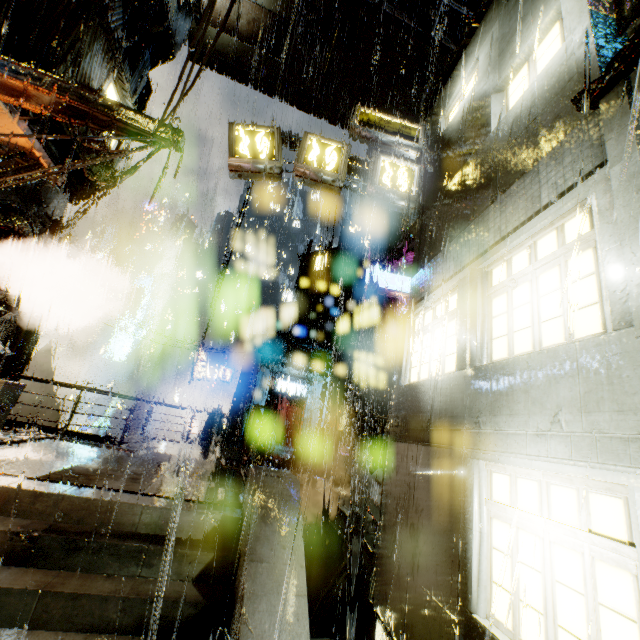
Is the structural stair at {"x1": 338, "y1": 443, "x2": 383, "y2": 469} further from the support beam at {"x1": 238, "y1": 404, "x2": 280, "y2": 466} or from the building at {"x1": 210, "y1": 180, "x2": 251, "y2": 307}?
the support beam at {"x1": 238, "y1": 404, "x2": 280, "y2": 466}

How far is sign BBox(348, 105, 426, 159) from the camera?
9.6m

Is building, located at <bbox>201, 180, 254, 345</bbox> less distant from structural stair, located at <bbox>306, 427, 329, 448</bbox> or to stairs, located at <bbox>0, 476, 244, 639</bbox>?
structural stair, located at <bbox>306, 427, 329, 448</bbox>

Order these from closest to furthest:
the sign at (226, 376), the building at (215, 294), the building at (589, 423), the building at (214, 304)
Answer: the building at (589, 423) → the building at (214, 304) → the building at (215, 294) → the sign at (226, 376)

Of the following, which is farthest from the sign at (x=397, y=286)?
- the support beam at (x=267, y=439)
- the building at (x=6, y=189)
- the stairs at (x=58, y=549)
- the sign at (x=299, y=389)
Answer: the stairs at (x=58, y=549)

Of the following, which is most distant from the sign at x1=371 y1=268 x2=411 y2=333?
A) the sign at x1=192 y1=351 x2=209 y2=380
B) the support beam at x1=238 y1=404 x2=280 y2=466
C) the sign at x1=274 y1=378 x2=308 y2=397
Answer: the sign at x1=192 y1=351 x2=209 y2=380

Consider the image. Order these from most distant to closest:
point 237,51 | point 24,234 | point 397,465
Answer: point 237,51
point 24,234
point 397,465

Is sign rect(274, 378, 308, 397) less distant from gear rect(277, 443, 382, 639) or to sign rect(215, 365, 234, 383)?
sign rect(215, 365, 234, 383)
